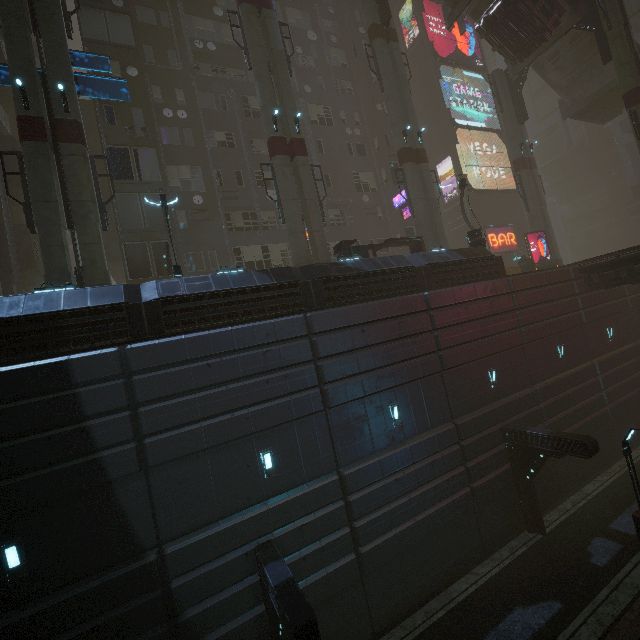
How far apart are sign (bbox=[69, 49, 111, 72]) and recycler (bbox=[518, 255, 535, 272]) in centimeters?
2818cm

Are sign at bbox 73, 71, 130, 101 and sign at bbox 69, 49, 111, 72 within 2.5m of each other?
yes

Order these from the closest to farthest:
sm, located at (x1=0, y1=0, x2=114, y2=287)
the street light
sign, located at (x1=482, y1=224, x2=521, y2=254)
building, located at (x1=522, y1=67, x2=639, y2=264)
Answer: sm, located at (x1=0, y1=0, x2=114, y2=287) < the street light < sign, located at (x1=482, y1=224, x2=521, y2=254) < building, located at (x1=522, y1=67, x2=639, y2=264)

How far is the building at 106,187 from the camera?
18.5 meters

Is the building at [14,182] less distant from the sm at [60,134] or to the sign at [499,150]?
the sign at [499,150]

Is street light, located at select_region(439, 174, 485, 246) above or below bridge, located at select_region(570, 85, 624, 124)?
below

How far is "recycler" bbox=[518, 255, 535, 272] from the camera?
24.3m

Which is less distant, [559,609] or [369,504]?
[559,609]
